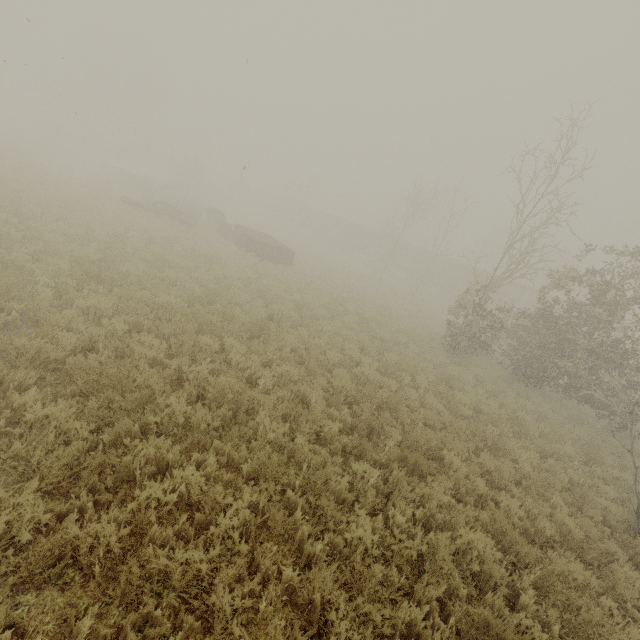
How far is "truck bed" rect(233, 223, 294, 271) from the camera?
20.3m

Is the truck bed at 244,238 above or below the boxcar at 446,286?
below

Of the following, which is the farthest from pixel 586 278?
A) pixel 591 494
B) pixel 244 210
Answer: pixel 244 210

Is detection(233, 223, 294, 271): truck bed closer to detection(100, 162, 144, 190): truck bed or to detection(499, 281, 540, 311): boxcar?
detection(100, 162, 144, 190): truck bed

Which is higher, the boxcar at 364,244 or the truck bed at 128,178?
the boxcar at 364,244

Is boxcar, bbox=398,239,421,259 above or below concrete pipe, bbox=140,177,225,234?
above

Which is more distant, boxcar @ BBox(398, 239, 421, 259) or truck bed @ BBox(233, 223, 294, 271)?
boxcar @ BBox(398, 239, 421, 259)

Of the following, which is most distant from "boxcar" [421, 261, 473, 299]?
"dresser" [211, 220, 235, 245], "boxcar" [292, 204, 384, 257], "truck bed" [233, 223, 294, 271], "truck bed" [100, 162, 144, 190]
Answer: "truck bed" [100, 162, 144, 190]
